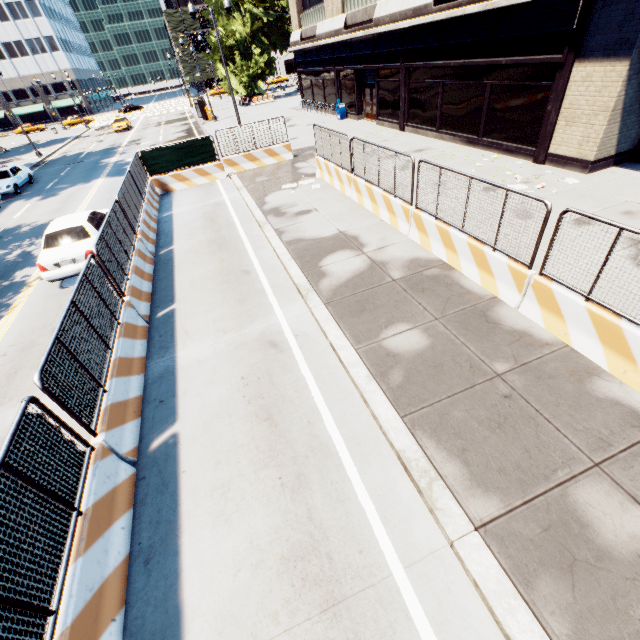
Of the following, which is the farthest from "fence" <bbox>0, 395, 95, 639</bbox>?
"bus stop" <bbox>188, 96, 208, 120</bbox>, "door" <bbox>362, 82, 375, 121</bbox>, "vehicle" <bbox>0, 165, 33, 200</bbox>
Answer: "bus stop" <bbox>188, 96, 208, 120</bbox>

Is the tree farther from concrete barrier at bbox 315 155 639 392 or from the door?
the door

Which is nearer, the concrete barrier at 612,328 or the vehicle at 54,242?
the concrete barrier at 612,328

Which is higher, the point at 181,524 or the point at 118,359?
the point at 118,359

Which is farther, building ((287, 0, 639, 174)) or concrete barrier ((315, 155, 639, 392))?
building ((287, 0, 639, 174))

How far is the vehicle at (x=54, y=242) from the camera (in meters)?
9.98

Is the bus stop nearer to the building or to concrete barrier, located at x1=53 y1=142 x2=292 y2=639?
the building

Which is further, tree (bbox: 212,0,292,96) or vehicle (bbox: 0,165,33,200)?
tree (bbox: 212,0,292,96)
